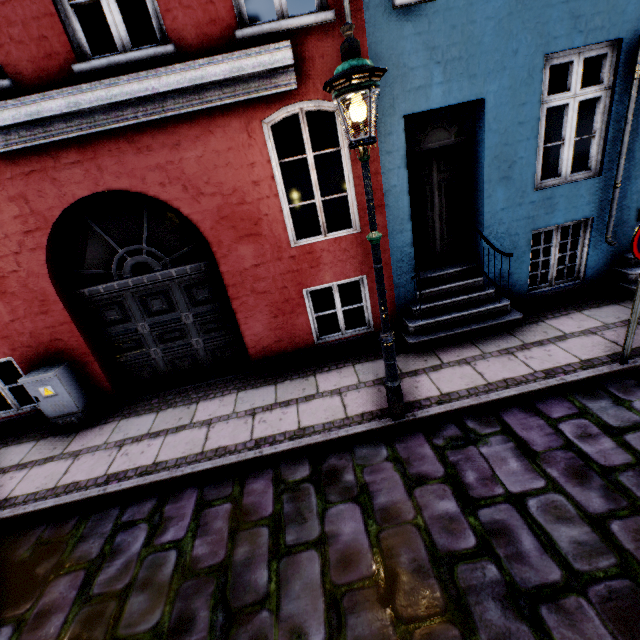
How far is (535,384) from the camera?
4.2 meters

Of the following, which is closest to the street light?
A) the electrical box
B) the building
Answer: the building

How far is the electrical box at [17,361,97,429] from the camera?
5.03m

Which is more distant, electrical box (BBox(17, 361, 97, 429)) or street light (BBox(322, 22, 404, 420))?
electrical box (BBox(17, 361, 97, 429))

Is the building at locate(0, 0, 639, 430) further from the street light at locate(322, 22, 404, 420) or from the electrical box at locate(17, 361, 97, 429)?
the street light at locate(322, 22, 404, 420)

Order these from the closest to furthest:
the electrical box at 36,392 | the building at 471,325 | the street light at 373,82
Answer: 1. the street light at 373,82
2. the building at 471,325
3. the electrical box at 36,392

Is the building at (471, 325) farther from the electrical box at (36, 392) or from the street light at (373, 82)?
the street light at (373, 82)
